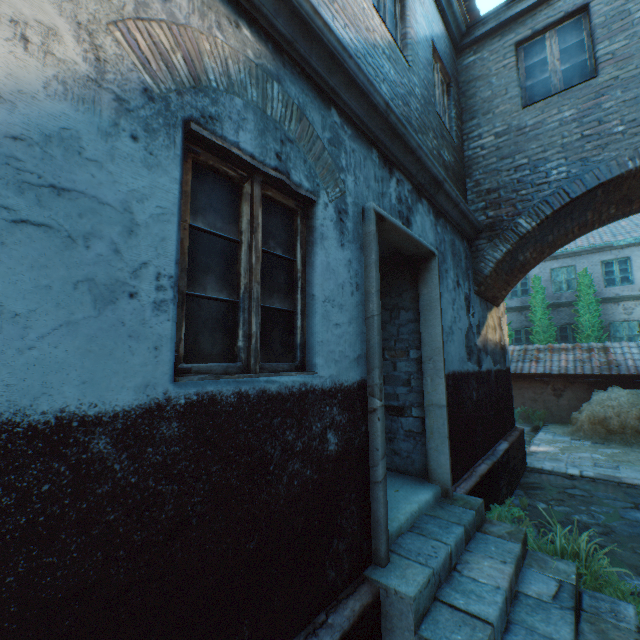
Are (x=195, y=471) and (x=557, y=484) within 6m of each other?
no

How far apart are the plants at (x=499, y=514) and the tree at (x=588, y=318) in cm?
1337

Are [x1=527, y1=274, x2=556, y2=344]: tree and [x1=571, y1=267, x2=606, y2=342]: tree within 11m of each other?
yes

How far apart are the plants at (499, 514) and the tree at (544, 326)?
13.31m

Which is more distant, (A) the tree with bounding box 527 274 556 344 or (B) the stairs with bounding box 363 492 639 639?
(A) the tree with bounding box 527 274 556 344

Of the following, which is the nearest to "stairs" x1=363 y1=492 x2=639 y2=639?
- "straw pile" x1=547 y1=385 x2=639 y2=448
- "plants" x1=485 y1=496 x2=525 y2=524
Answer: "plants" x1=485 y1=496 x2=525 y2=524

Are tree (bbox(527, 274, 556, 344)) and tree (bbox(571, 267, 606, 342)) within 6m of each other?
yes

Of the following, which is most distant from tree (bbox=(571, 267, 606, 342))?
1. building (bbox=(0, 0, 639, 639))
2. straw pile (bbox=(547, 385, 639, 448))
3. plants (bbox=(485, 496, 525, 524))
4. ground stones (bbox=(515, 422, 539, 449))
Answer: plants (bbox=(485, 496, 525, 524))
